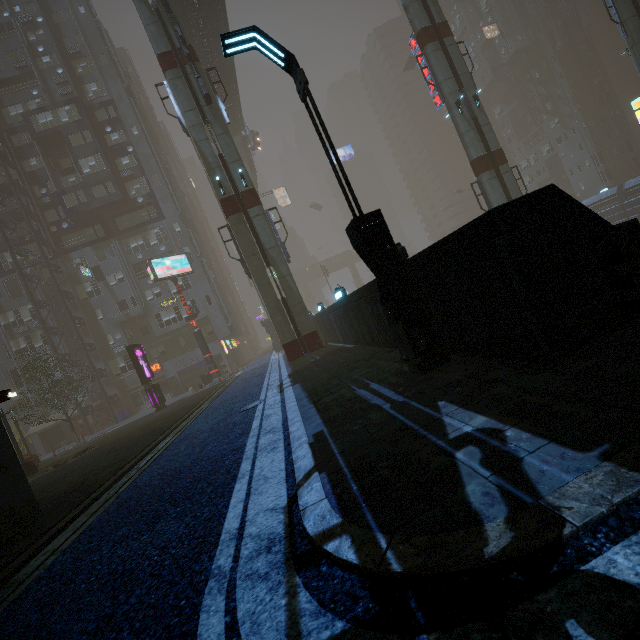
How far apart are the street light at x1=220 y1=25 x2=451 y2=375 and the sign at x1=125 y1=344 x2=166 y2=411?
22.9 meters

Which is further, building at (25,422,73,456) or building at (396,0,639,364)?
building at (25,422,73,456)

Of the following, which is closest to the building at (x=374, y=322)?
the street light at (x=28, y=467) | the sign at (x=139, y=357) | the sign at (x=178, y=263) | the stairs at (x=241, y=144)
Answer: the stairs at (x=241, y=144)

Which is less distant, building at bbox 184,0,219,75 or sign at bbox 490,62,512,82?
building at bbox 184,0,219,75

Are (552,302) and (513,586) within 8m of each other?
yes

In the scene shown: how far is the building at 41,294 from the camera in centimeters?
3375cm

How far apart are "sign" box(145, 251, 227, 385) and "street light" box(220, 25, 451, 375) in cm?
2422

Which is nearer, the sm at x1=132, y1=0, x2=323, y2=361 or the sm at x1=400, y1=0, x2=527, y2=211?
the sm at x1=132, y1=0, x2=323, y2=361
